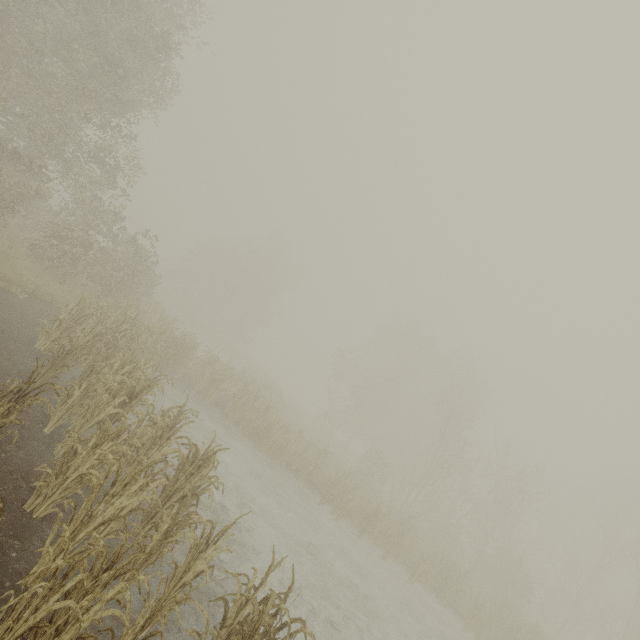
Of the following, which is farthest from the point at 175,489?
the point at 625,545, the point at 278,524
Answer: the point at 625,545
